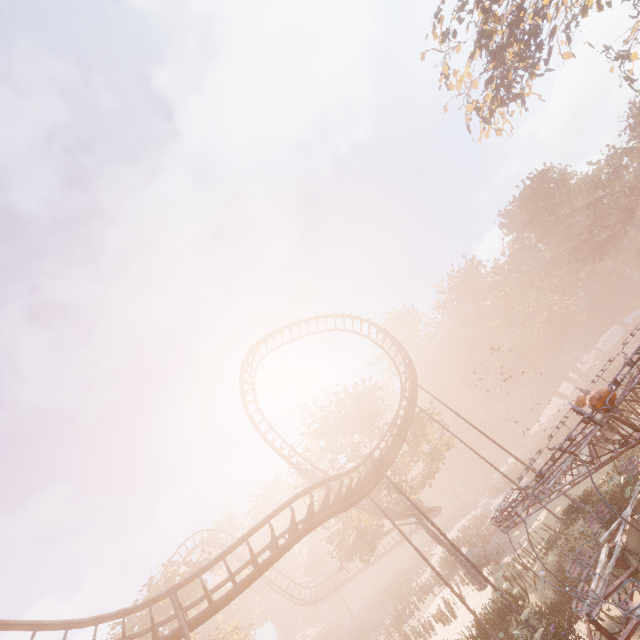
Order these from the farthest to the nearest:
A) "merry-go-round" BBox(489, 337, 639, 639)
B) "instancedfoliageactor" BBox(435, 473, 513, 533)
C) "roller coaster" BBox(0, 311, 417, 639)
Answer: "instancedfoliageactor" BBox(435, 473, 513, 533) < "roller coaster" BBox(0, 311, 417, 639) < "merry-go-round" BBox(489, 337, 639, 639)

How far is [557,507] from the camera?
23.84m

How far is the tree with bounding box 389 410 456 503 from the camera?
28.06m

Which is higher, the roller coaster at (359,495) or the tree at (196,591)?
the tree at (196,591)

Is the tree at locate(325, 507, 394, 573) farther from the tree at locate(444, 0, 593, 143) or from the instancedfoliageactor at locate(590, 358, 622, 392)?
the tree at locate(444, 0, 593, 143)

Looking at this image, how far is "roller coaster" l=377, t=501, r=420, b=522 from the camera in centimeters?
2552cm

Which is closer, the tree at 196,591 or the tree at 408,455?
the tree at 196,591
